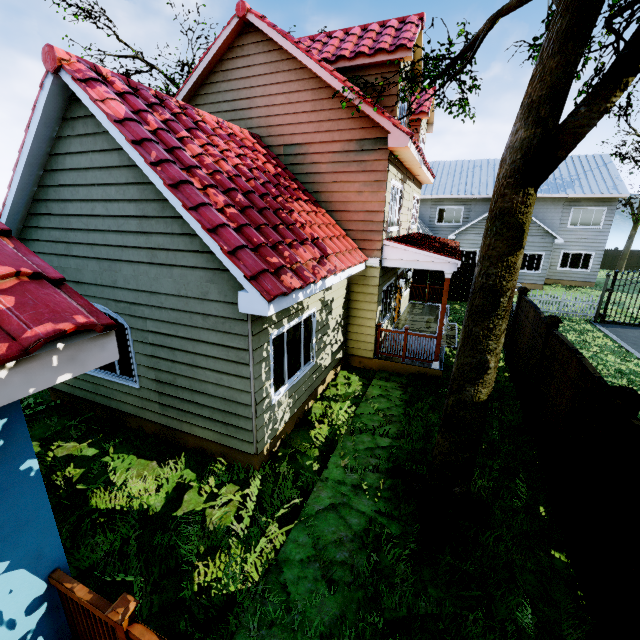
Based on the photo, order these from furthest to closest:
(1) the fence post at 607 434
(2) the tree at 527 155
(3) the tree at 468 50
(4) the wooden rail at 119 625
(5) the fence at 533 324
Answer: (5) the fence at 533 324, (3) the tree at 468 50, (1) the fence post at 607 434, (2) the tree at 527 155, (4) the wooden rail at 119 625

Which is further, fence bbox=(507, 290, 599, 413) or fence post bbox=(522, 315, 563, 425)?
fence bbox=(507, 290, 599, 413)

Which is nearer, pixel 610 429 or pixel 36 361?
pixel 36 361

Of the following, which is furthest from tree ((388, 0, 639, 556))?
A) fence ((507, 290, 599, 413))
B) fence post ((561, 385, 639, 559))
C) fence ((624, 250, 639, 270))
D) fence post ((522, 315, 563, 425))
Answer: fence ((624, 250, 639, 270))

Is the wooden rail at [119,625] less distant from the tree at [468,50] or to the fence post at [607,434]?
the tree at [468,50]

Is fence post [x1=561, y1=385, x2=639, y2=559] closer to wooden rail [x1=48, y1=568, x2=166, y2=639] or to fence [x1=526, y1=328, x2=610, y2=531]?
fence [x1=526, y1=328, x2=610, y2=531]

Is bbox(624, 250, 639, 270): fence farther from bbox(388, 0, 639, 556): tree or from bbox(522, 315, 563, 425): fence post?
bbox(522, 315, 563, 425): fence post

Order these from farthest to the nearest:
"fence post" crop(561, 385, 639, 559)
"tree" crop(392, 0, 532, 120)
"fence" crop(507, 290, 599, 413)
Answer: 1. "fence" crop(507, 290, 599, 413)
2. "tree" crop(392, 0, 532, 120)
3. "fence post" crop(561, 385, 639, 559)
